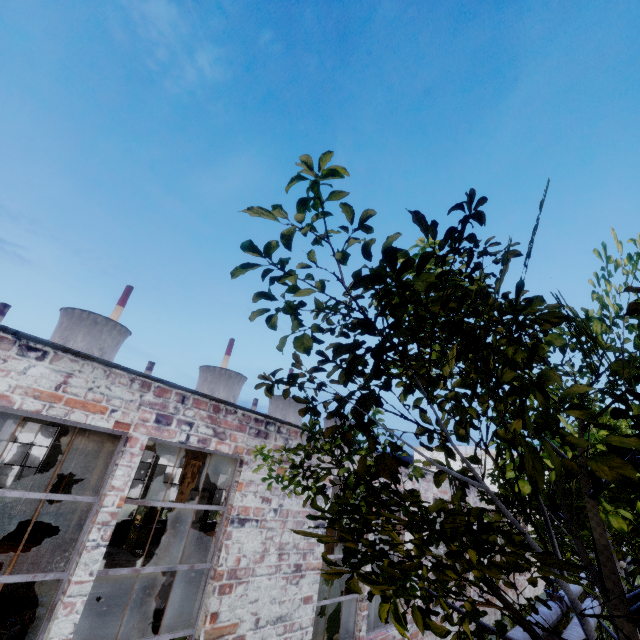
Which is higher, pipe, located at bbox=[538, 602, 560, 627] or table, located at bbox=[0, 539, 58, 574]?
pipe, located at bbox=[538, 602, 560, 627]

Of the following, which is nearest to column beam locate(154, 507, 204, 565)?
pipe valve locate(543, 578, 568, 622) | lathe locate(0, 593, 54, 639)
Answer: lathe locate(0, 593, 54, 639)

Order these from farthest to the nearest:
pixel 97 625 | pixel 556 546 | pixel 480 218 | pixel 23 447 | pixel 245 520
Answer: pixel 23 447, pixel 97 625, pixel 245 520, pixel 556 546, pixel 480 218

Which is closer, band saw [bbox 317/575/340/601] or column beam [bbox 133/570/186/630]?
column beam [bbox 133/570/186/630]

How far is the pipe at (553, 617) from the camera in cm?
1112

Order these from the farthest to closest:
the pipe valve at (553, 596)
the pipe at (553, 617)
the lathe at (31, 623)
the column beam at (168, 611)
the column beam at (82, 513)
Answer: the pipe valve at (553, 596), the pipe at (553, 617), the column beam at (82, 513), the column beam at (168, 611), the lathe at (31, 623)

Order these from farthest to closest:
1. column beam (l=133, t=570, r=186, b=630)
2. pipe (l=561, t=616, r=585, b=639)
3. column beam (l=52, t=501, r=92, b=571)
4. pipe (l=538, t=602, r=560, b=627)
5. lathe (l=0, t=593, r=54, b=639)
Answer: pipe (l=538, t=602, r=560, b=627) < column beam (l=52, t=501, r=92, b=571) < pipe (l=561, t=616, r=585, b=639) < column beam (l=133, t=570, r=186, b=630) < lathe (l=0, t=593, r=54, b=639)

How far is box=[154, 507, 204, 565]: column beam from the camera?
7.2 meters
